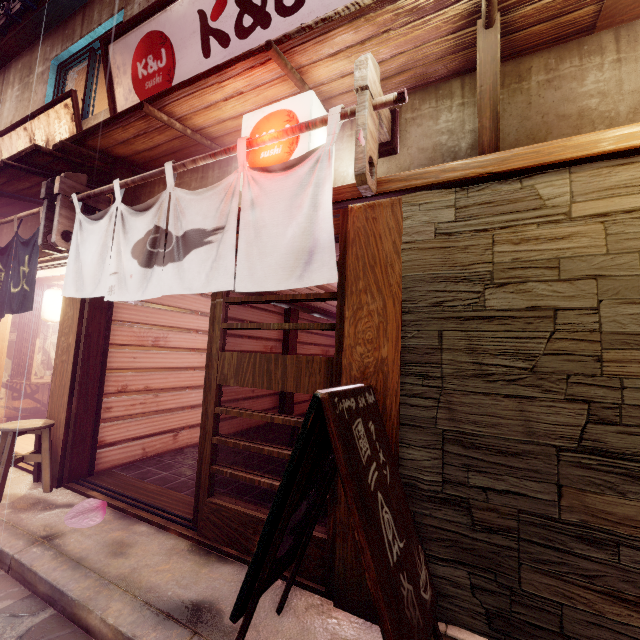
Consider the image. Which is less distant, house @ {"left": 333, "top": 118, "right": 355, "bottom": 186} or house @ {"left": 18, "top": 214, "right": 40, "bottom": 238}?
house @ {"left": 333, "top": 118, "right": 355, "bottom": 186}

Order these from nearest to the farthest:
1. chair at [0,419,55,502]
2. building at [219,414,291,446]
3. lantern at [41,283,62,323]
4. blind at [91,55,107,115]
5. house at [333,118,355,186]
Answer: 1. house at [333,118,355,186]
2. chair at [0,419,55,502]
3. blind at [91,55,107,115]
4. lantern at [41,283,62,323]
5. building at [219,414,291,446]

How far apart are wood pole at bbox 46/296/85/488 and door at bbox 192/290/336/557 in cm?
362

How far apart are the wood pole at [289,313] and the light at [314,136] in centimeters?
920cm

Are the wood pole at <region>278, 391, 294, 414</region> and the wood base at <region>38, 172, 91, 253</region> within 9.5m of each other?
yes

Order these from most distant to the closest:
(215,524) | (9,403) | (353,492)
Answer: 1. (9,403)
2. (215,524)
3. (353,492)

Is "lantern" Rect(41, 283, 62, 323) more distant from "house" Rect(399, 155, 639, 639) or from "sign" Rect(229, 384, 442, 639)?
"house" Rect(399, 155, 639, 639)

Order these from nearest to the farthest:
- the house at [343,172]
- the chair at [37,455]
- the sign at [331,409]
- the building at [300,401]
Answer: the sign at [331,409] → the house at [343,172] → the chair at [37,455] → the building at [300,401]
